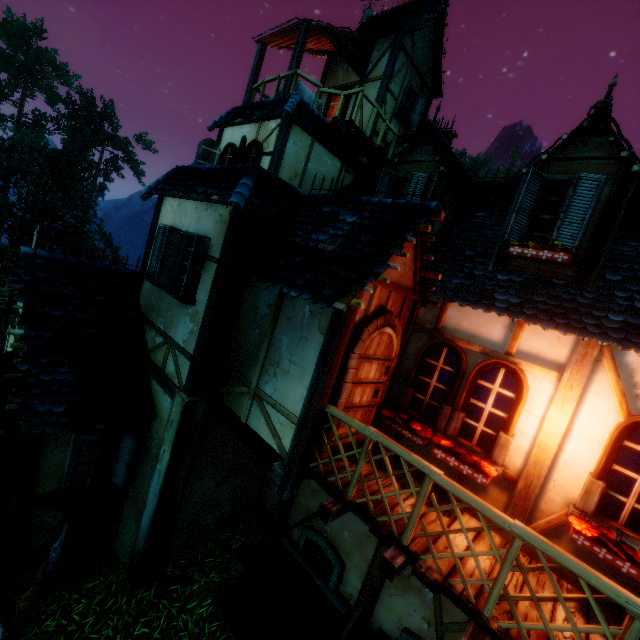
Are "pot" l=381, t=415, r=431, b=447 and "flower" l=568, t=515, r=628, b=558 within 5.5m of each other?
yes

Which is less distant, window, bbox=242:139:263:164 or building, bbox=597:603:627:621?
building, bbox=597:603:627:621

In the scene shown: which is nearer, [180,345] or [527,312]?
[527,312]

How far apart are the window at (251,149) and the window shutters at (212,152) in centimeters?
128cm

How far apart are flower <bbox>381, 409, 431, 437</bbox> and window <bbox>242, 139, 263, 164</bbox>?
7.4m

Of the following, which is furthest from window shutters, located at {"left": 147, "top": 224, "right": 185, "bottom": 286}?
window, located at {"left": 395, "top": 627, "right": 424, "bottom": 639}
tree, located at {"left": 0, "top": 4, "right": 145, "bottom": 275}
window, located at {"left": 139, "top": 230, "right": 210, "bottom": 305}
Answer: tree, located at {"left": 0, "top": 4, "right": 145, "bottom": 275}

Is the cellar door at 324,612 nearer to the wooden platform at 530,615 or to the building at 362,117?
the building at 362,117

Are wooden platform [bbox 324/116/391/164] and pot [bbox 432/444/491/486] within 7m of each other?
no
